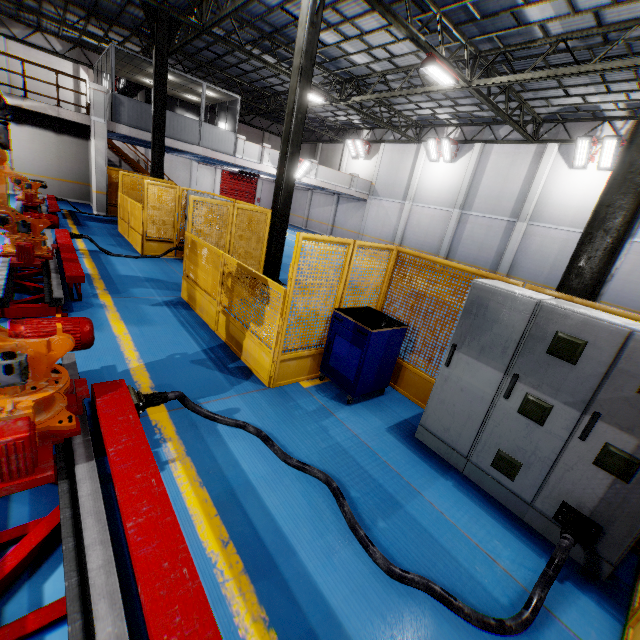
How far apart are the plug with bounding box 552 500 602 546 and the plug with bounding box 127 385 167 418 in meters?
3.9

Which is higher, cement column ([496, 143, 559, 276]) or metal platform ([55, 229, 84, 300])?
cement column ([496, 143, 559, 276])

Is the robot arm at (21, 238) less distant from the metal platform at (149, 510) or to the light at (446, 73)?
the metal platform at (149, 510)

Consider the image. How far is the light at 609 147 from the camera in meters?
14.3 m

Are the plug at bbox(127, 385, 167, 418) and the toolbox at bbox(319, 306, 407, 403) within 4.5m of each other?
yes

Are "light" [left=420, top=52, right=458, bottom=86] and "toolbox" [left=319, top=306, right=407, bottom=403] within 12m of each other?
yes

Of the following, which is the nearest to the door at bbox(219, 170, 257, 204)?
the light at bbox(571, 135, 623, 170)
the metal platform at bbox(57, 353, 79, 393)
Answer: the light at bbox(571, 135, 623, 170)

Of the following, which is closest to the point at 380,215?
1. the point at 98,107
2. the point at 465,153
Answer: the point at 465,153
